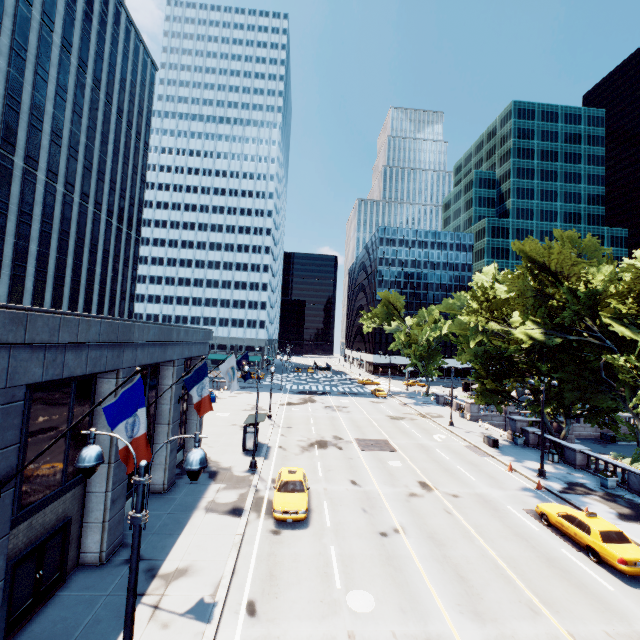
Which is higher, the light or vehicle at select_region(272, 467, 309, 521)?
the light

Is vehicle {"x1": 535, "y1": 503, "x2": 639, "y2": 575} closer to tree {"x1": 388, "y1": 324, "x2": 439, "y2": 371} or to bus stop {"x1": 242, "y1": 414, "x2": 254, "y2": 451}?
tree {"x1": 388, "y1": 324, "x2": 439, "y2": 371}

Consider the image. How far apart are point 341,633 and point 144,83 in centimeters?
7985cm

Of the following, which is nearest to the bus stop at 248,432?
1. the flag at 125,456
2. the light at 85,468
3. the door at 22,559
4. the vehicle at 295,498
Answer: the vehicle at 295,498

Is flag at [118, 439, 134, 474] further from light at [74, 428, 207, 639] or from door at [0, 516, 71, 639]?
door at [0, 516, 71, 639]

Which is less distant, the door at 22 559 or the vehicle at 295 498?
the door at 22 559

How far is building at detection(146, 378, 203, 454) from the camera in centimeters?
1869cm

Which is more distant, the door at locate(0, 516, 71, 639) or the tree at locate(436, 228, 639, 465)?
the tree at locate(436, 228, 639, 465)
